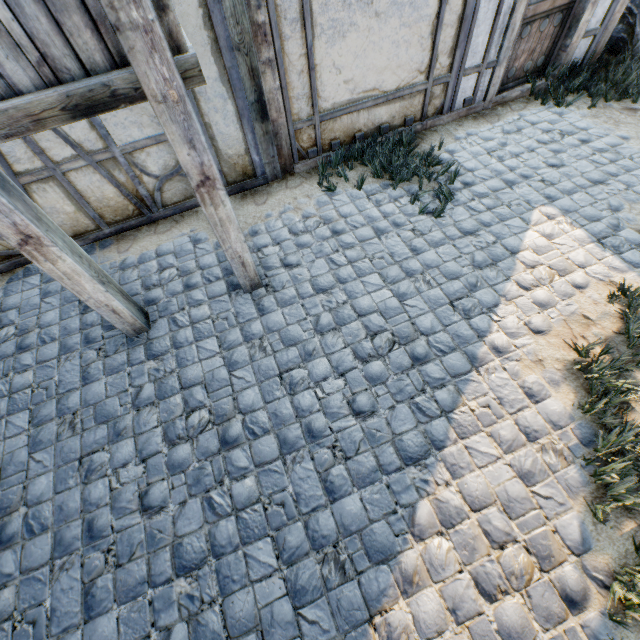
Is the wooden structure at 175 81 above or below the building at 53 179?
above

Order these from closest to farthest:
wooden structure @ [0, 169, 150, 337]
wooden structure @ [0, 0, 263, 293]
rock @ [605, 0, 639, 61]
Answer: wooden structure @ [0, 0, 263, 293], wooden structure @ [0, 169, 150, 337], rock @ [605, 0, 639, 61]

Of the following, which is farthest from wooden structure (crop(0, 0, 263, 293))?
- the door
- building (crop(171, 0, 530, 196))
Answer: the door

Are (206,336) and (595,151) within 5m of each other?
no

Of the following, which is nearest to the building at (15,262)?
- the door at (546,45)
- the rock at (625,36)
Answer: the door at (546,45)

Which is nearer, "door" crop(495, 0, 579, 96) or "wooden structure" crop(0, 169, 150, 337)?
"wooden structure" crop(0, 169, 150, 337)

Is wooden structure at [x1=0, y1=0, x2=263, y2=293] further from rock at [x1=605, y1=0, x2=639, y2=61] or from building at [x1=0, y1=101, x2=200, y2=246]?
rock at [x1=605, y1=0, x2=639, y2=61]

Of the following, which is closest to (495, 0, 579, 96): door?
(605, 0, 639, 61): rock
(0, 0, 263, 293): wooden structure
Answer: (605, 0, 639, 61): rock
